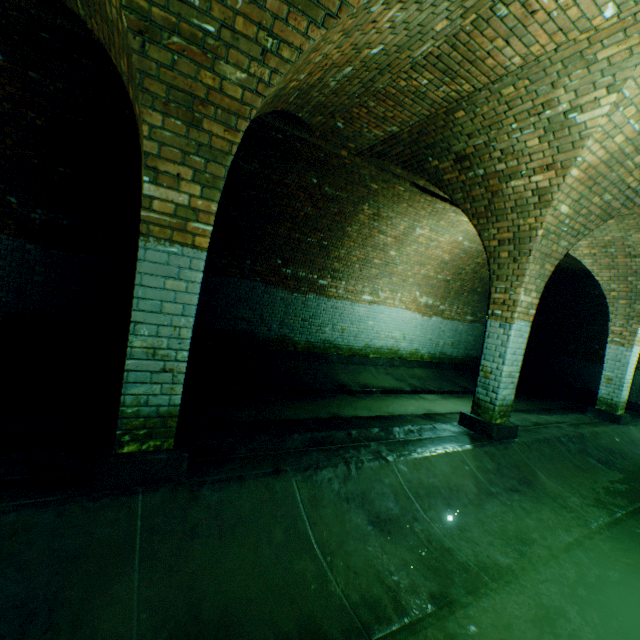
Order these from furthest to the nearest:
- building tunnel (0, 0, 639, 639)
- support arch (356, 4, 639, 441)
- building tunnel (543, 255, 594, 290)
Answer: building tunnel (543, 255, 594, 290)
support arch (356, 4, 639, 441)
building tunnel (0, 0, 639, 639)

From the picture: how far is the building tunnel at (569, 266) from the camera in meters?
10.3

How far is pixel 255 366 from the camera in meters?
7.8

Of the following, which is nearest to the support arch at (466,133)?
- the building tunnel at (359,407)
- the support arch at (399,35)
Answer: the building tunnel at (359,407)

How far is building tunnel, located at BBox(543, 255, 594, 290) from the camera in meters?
10.3

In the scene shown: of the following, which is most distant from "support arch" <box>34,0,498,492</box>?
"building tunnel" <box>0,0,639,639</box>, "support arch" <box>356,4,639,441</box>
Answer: A: "support arch" <box>356,4,639,441</box>

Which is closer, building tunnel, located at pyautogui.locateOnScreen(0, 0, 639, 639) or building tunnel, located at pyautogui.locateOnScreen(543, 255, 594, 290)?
building tunnel, located at pyautogui.locateOnScreen(0, 0, 639, 639)
